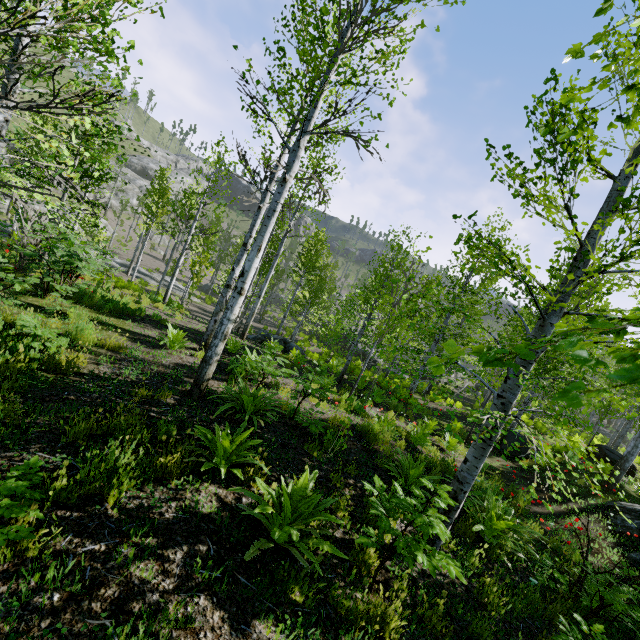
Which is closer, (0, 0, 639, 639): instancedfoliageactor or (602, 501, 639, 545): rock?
(0, 0, 639, 639): instancedfoliageactor

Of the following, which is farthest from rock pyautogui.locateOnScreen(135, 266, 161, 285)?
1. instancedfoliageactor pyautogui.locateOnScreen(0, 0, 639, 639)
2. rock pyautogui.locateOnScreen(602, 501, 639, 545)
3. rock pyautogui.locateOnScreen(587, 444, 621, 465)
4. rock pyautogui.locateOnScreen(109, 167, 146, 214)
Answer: rock pyautogui.locateOnScreen(602, 501, 639, 545)

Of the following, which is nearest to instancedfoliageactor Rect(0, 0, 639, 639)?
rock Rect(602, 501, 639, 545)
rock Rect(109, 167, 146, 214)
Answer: rock Rect(602, 501, 639, 545)

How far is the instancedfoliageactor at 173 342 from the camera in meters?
7.7

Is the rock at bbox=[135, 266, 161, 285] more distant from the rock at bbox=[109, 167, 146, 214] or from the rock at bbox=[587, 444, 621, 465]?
the rock at bbox=[587, 444, 621, 465]

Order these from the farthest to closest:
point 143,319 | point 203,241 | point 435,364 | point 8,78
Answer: point 203,241 → point 143,319 → point 8,78 → point 435,364

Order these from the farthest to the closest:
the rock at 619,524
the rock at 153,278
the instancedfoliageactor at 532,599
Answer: the rock at 153,278
the rock at 619,524
the instancedfoliageactor at 532,599

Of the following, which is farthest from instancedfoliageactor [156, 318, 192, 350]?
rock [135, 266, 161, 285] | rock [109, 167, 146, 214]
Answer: rock [109, 167, 146, 214]
